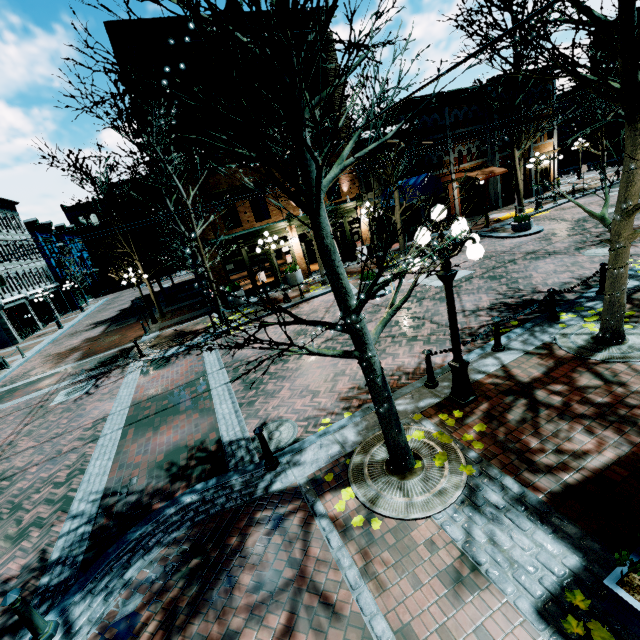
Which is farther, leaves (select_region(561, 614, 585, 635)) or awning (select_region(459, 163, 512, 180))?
awning (select_region(459, 163, 512, 180))

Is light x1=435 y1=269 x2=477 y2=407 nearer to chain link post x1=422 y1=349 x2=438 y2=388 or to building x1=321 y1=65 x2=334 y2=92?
chain link post x1=422 y1=349 x2=438 y2=388

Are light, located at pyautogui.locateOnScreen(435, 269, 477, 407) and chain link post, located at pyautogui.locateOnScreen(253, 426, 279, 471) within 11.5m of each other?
yes

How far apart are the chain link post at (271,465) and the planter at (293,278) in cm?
1442

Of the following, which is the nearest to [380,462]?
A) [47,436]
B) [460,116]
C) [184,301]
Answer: [47,436]

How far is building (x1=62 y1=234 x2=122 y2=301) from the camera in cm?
4828

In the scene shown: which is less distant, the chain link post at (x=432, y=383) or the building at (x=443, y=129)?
the chain link post at (x=432, y=383)

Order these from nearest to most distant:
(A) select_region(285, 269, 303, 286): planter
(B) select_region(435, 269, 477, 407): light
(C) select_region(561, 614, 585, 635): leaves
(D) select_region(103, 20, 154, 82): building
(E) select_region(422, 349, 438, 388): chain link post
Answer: (C) select_region(561, 614, 585, 635): leaves
(B) select_region(435, 269, 477, 407): light
(E) select_region(422, 349, 438, 388): chain link post
(D) select_region(103, 20, 154, 82): building
(A) select_region(285, 269, 303, 286): planter
